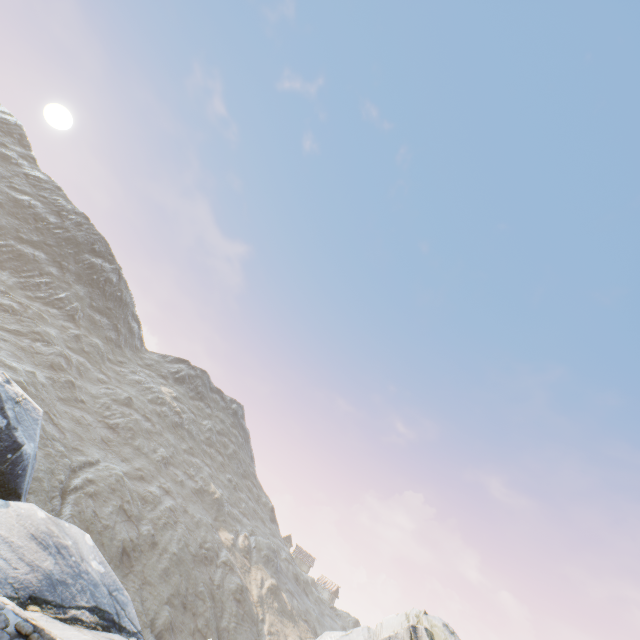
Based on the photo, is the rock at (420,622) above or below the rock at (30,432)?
above

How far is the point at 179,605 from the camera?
30.0m

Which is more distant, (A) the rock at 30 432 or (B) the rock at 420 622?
(A) the rock at 30 432

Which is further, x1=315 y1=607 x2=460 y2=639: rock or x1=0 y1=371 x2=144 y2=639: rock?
x1=0 y1=371 x2=144 y2=639: rock

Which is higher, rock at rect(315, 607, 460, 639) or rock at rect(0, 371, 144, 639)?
rock at rect(315, 607, 460, 639)
